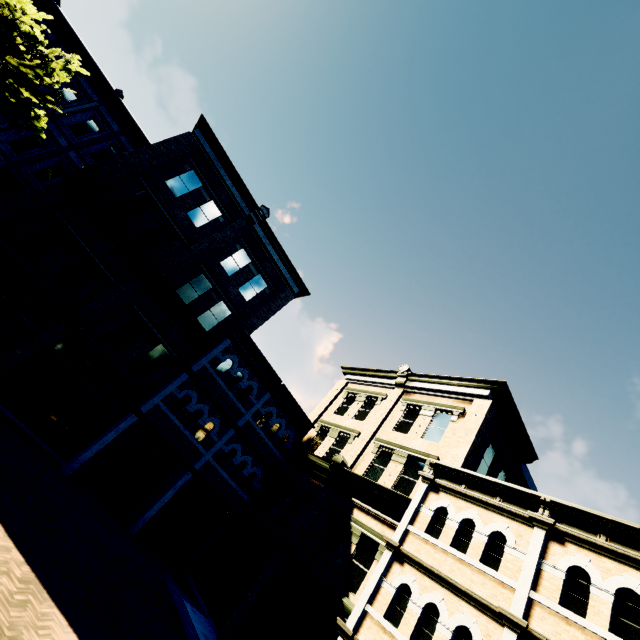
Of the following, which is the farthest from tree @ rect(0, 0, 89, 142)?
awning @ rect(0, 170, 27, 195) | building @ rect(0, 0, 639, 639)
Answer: awning @ rect(0, 170, 27, 195)

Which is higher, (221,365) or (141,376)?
(221,365)

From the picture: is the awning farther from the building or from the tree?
the tree

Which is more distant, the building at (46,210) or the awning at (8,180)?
the awning at (8,180)

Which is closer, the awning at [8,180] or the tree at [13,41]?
the tree at [13,41]
